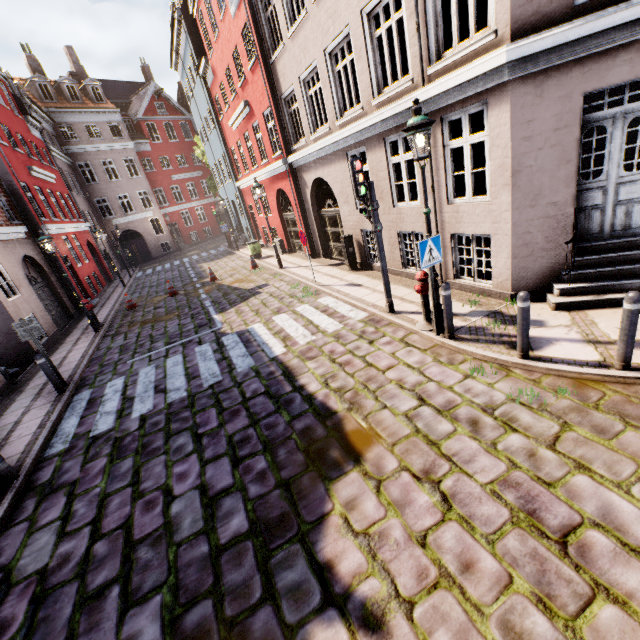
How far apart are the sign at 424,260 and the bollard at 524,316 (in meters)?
1.45

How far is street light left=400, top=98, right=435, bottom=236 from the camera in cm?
483

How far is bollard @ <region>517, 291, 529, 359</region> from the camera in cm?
462

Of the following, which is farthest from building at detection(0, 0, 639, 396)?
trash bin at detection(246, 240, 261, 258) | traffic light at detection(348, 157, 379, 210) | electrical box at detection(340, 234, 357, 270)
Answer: traffic light at detection(348, 157, 379, 210)

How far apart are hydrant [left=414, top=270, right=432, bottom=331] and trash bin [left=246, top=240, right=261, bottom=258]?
13.6 meters

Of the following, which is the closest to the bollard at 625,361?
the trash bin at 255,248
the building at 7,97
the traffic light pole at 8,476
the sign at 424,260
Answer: the building at 7,97

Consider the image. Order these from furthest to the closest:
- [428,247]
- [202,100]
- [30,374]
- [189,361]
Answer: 1. [202,100]
2. [30,374]
3. [189,361]
4. [428,247]

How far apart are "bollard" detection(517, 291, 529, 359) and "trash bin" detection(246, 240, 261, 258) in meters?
15.7 m
